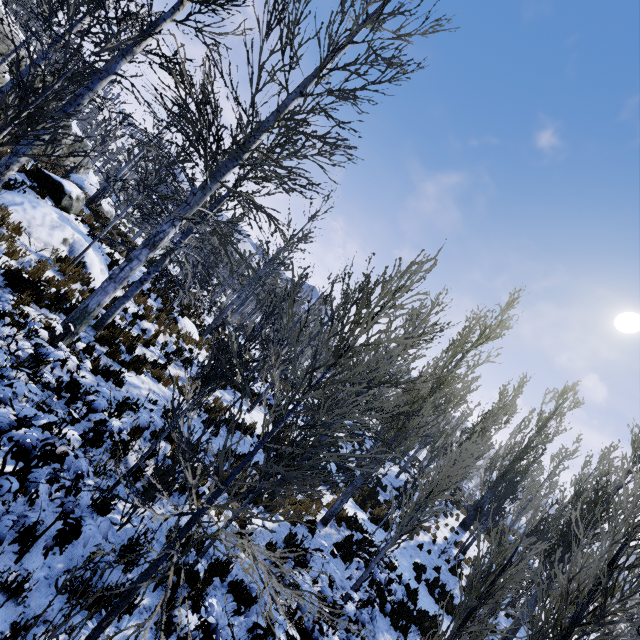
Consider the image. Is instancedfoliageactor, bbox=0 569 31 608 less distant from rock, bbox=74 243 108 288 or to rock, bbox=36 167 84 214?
rock, bbox=74 243 108 288

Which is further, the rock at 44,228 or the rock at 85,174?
the rock at 85,174

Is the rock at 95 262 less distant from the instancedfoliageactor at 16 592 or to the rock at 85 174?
the instancedfoliageactor at 16 592

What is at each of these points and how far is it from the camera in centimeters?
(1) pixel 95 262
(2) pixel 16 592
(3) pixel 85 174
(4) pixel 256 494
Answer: (1) rock, 1071cm
(2) instancedfoliageactor, 330cm
(3) rock, 3183cm
(4) instancedfoliageactor, 515cm

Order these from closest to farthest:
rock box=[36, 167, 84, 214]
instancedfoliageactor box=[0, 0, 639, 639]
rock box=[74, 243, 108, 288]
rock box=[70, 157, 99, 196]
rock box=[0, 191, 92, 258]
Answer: instancedfoliageactor box=[0, 0, 639, 639], rock box=[0, 191, 92, 258], rock box=[74, 243, 108, 288], rock box=[36, 167, 84, 214], rock box=[70, 157, 99, 196]

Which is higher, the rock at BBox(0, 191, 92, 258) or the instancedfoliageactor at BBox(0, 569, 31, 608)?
the rock at BBox(0, 191, 92, 258)

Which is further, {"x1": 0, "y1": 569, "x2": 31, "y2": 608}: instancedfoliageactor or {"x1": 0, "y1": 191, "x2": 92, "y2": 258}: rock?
{"x1": 0, "y1": 191, "x2": 92, "y2": 258}: rock

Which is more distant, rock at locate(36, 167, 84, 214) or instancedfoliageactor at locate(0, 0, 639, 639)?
rock at locate(36, 167, 84, 214)
